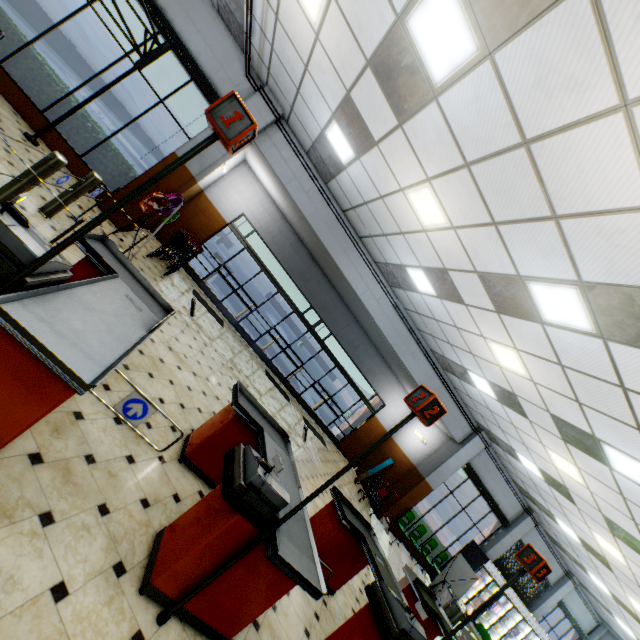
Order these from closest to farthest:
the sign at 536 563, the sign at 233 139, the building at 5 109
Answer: the sign at 233 139, the sign at 536 563, the building at 5 109

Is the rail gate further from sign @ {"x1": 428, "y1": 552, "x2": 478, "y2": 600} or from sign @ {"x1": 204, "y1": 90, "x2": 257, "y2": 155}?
sign @ {"x1": 428, "y1": 552, "x2": 478, "y2": 600}

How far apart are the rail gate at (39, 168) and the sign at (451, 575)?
12.7m

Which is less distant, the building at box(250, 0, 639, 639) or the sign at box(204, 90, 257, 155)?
the sign at box(204, 90, 257, 155)

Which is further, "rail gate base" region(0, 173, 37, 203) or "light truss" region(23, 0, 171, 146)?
"light truss" region(23, 0, 171, 146)

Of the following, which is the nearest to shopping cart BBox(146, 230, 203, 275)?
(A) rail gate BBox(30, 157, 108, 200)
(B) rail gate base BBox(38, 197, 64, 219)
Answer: (A) rail gate BBox(30, 157, 108, 200)

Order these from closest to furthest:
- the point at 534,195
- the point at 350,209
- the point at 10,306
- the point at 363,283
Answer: the point at 10,306
the point at 534,195
the point at 350,209
the point at 363,283

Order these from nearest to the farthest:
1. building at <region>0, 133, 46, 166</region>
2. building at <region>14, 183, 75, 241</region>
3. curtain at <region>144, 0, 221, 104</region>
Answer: building at <region>14, 183, 75, 241</region> < building at <region>0, 133, 46, 166</region> < curtain at <region>144, 0, 221, 104</region>
